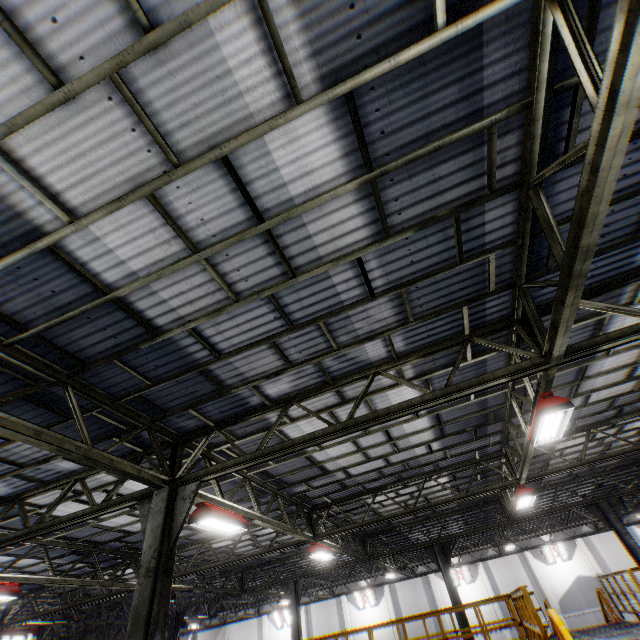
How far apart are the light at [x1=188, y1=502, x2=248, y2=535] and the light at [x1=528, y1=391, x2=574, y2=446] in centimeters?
697cm

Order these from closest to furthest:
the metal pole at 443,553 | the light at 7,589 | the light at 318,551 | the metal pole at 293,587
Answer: the light at 7,589 < the light at 318,551 < the metal pole at 443,553 < the metal pole at 293,587

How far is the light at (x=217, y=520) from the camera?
7.10m

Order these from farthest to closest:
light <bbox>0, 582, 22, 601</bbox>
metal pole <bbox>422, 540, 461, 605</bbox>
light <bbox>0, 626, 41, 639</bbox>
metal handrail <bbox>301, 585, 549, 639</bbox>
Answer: metal pole <bbox>422, 540, 461, 605</bbox> → light <bbox>0, 626, 41, 639</bbox> → light <bbox>0, 582, 22, 601</bbox> → metal handrail <bbox>301, 585, 549, 639</bbox>

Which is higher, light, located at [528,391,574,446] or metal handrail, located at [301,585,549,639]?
light, located at [528,391,574,446]

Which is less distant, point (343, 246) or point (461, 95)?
point (461, 95)

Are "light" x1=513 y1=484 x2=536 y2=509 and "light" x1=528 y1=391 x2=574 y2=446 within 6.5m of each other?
yes

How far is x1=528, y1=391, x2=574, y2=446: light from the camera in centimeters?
586cm
